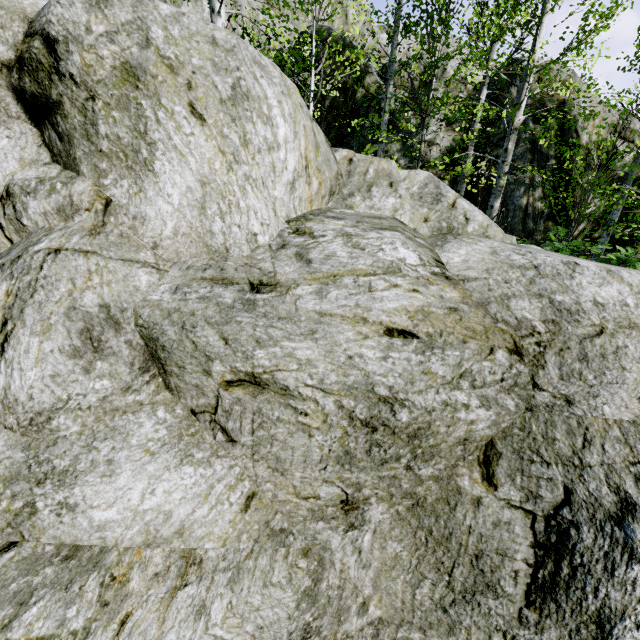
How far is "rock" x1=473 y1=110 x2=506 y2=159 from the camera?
10.4m

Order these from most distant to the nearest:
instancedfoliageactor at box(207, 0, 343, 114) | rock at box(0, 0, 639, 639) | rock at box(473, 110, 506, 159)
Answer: rock at box(473, 110, 506, 159), instancedfoliageactor at box(207, 0, 343, 114), rock at box(0, 0, 639, 639)

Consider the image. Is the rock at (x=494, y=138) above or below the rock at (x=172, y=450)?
above

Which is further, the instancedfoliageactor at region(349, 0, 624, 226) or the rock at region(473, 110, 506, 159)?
the rock at region(473, 110, 506, 159)

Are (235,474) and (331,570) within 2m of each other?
yes

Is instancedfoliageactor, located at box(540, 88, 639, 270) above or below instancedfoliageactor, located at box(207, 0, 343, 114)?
below

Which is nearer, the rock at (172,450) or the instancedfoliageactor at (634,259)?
the rock at (172,450)

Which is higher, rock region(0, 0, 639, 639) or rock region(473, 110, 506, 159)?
rock region(473, 110, 506, 159)
